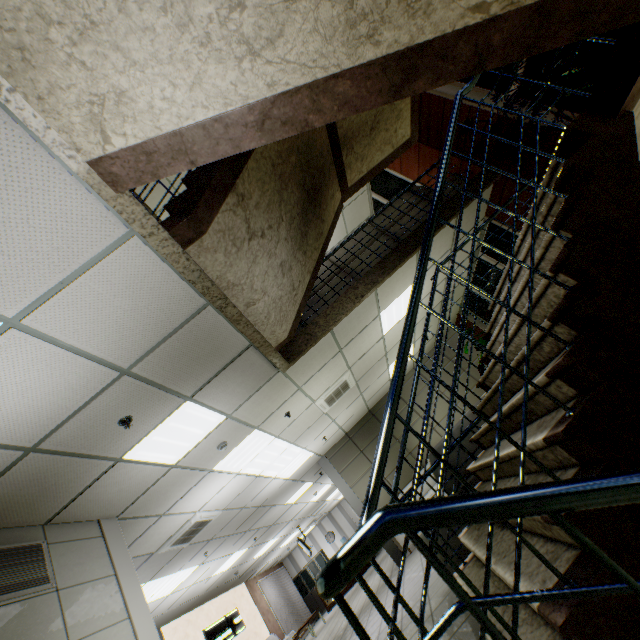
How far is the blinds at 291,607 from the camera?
14.82m

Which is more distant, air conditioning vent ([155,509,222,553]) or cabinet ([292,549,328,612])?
cabinet ([292,549,328,612])

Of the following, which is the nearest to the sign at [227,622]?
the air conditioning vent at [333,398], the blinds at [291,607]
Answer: the blinds at [291,607]

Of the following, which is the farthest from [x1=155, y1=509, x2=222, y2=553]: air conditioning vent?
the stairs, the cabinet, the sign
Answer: the cabinet

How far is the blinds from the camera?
14.8 meters

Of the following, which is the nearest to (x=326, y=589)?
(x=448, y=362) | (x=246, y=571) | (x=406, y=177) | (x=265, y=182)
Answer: (x=265, y=182)

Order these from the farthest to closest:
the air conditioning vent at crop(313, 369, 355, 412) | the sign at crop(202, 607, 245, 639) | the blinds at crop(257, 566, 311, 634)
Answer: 1. the blinds at crop(257, 566, 311, 634)
2. the sign at crop(202, 607, 245, 639)
3. the air conditioning vent at crop(313, 369, 355, 412)

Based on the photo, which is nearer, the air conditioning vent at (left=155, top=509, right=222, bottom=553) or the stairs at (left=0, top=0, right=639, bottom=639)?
the stairs at (left=0, top=0, right=639, bottom=639)
